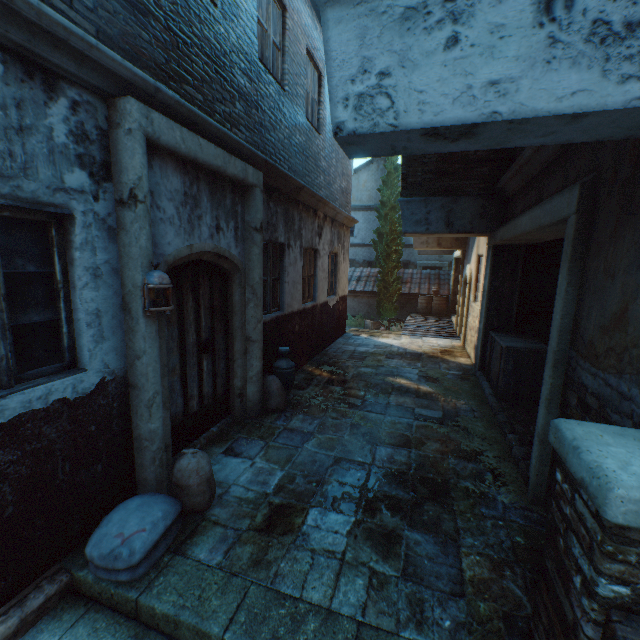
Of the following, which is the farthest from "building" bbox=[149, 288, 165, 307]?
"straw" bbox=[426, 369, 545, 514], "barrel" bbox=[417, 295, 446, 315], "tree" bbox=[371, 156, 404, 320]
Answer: "barrel" bbox=[417, 295, 446, 315]

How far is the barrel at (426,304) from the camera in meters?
16.3 m

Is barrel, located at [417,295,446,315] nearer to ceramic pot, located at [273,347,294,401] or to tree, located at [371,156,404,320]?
tree, located at [371,156,404,320]

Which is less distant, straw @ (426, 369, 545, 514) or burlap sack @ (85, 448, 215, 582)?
burlap sack @ (85, 448, 215, 582)

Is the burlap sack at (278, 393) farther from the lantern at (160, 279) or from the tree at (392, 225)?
the tree at (392, 225)

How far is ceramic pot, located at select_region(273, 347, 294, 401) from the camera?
5.6 meters

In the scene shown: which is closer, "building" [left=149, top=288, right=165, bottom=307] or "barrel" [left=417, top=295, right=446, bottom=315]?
"building" [left=149, top=288, right=165, bottom=307]

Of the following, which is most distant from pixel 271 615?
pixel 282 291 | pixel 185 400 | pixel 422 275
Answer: pixel 422 275
